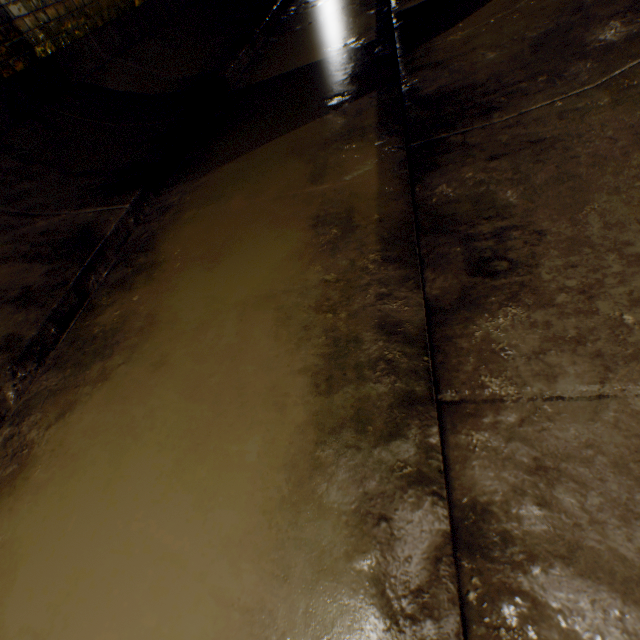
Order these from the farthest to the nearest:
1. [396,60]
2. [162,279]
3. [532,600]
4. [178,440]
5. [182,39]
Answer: [182,39] < [396,60] < [162,279] < [178,440] < [532,600]
